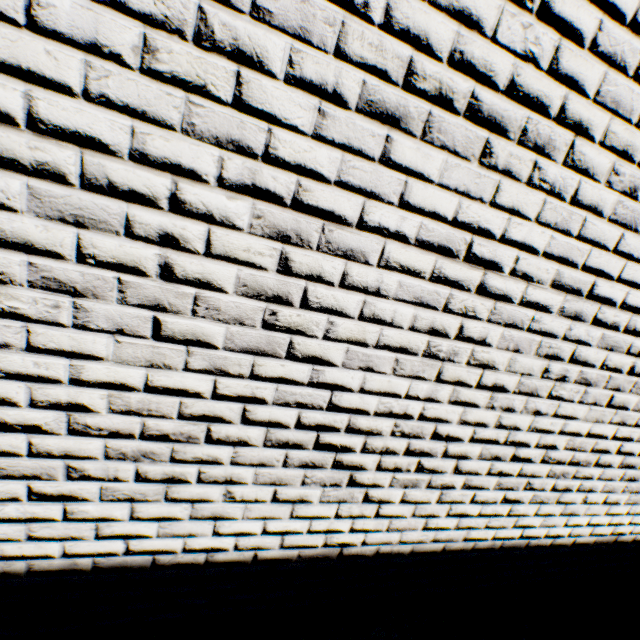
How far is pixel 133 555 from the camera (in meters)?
1.56
